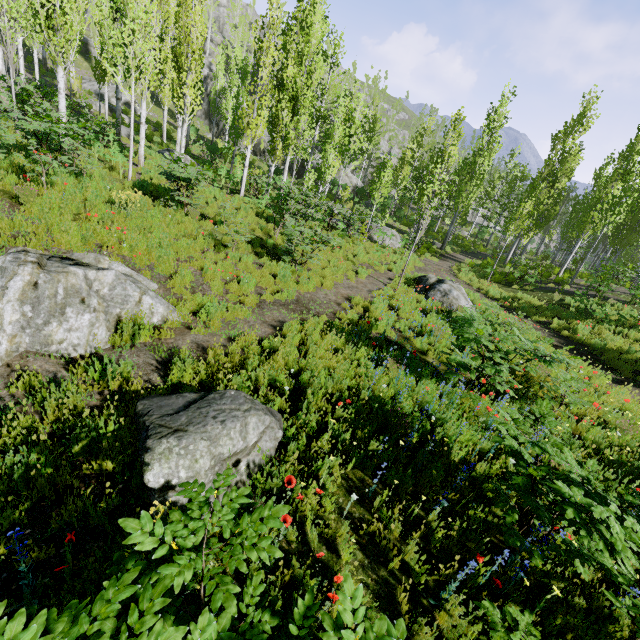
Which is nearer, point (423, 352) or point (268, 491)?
point (268, 491)

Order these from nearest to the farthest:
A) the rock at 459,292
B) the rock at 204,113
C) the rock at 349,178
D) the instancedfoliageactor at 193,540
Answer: the instancedfoliageactor at 193,540
the rock at 459,292
the rock at 349,178
the rock at 204,113

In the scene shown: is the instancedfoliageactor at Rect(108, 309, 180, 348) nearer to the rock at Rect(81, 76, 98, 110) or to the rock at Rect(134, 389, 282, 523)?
the rock at Rect(134, 389, 282, 523)

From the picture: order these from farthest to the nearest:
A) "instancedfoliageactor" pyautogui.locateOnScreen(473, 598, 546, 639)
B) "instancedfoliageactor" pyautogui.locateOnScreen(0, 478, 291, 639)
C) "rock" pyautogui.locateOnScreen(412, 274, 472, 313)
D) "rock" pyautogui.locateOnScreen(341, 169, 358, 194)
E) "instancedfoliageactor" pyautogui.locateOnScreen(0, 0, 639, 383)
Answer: "rock" pyautogui.locateOnScreen(341, 169, 358, 194) < "rock" pyautogui.locateOnScreen(412, 274, 472, 313) < "instancedfoliageactor" pyautogui.locateOnScreen(0, 0, 639, 383) < "instancedfoliageactor" pyautogui.locateOnScreen(473, 598, 546, 639) < "instancedfoliageactor" pyautogui.locateOnScreen(0, 478, 291, 639)

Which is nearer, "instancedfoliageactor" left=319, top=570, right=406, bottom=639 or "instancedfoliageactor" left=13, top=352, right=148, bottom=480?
"instancedfoliageactor" left=319, top=570, right=406, bottom=639

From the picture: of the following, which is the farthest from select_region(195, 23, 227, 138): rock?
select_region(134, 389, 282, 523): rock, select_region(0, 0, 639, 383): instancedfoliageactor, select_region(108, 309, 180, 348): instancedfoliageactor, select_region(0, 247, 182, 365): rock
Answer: select_region(134, 389, 282, 523): rock

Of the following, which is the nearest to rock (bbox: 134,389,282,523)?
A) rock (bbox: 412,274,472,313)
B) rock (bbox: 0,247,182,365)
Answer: rock (bbox: 0,247,182,365)

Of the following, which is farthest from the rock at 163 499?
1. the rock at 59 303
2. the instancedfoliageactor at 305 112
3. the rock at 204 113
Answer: the rock at 204 113
